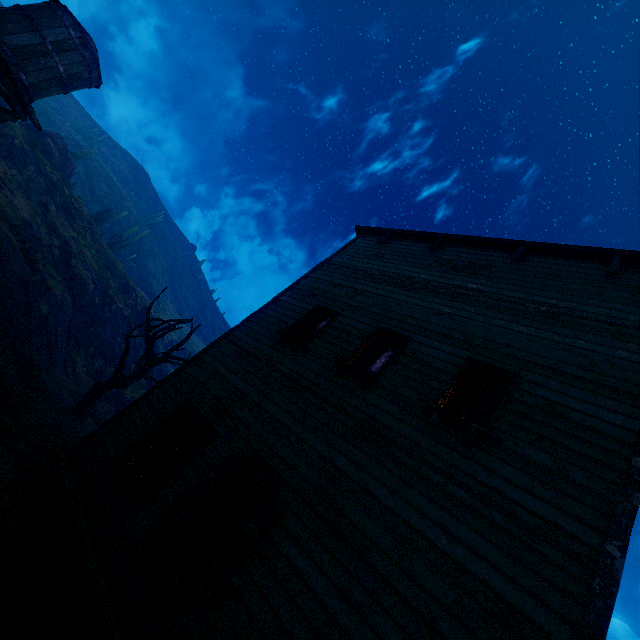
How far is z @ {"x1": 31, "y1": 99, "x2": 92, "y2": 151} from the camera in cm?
5189

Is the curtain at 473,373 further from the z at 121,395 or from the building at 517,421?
the z at 121,395

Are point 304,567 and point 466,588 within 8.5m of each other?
yes

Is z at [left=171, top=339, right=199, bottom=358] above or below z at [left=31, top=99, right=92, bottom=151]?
below

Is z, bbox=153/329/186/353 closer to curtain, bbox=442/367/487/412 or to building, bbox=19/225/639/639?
building, bbox=19/225/639/639

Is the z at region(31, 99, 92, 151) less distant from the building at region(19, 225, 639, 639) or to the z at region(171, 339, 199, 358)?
the z at region(171, 339, 199, 358)

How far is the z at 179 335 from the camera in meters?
33.2 m

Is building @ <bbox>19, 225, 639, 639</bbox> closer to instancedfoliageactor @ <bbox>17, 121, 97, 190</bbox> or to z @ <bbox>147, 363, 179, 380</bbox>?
z @ <bbox>147, 363, 179, 380</bbox>
